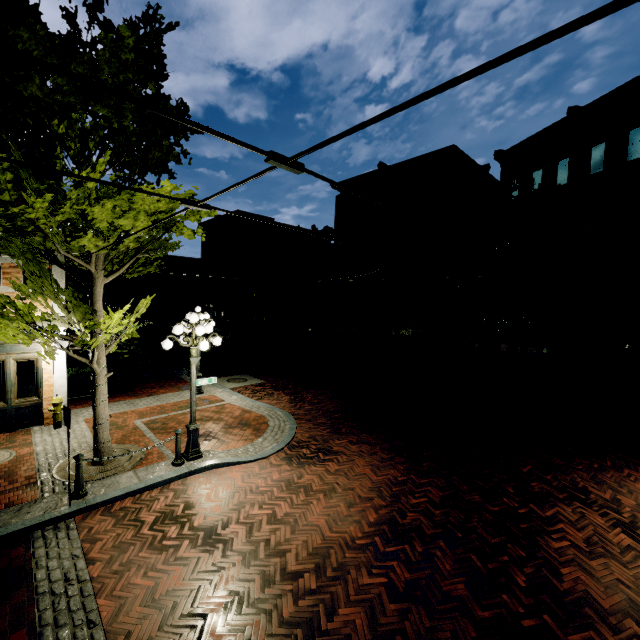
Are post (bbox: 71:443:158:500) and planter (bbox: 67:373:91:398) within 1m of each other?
no

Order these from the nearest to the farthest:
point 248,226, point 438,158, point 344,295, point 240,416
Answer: point 240,416 < point 438,158 < point 344,295 < point 248,226

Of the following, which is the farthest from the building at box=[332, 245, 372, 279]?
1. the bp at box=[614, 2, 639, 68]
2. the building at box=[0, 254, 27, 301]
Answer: the bp at box=[614, 2, 639, 68]

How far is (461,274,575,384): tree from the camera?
15.66m

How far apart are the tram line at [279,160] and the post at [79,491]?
7.40m

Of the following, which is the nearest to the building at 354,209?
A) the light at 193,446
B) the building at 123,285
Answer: the building at 123,285

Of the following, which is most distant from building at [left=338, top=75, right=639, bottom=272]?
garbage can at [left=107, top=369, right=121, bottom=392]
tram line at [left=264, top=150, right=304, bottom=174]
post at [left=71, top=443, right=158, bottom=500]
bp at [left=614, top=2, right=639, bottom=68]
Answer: bp at [left=614, top=2, right=639, bottom=68]

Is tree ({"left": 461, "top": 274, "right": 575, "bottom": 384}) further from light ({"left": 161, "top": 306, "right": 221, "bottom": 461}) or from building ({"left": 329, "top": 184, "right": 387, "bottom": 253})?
light ({"left": 161, "top": 306, "right": 221, "bottom": 461})
